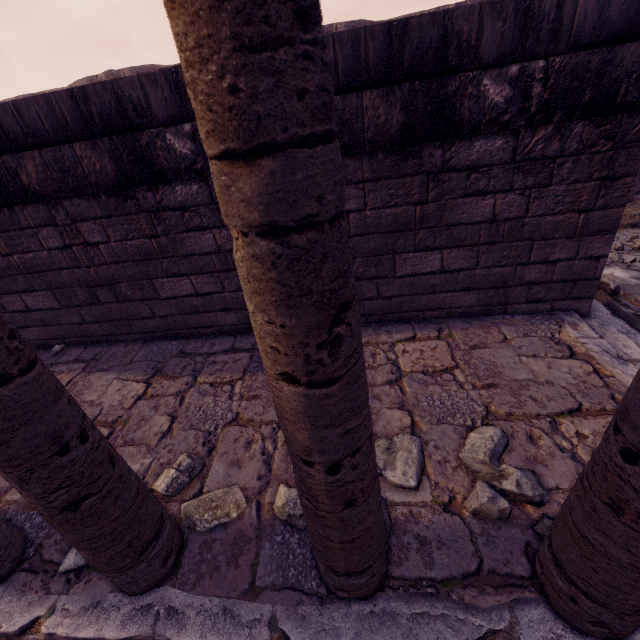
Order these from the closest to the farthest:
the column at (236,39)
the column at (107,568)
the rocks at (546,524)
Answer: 1. the column at (236,39)
2. the column at (107,568)
3. the rocks at (546,524)

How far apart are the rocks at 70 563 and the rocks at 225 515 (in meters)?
0.43

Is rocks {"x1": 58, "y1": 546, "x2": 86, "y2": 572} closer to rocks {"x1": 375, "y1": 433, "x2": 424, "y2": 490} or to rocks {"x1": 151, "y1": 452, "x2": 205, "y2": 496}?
rocks {"x1": 151, "y1": 452, "x2": 205, "y2": 496}

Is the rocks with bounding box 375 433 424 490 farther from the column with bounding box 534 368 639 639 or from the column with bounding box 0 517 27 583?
the column with bounding box 0 517 27 583

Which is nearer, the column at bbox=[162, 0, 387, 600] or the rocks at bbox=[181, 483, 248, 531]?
the column at bbox=[162, 0, 387, 600]

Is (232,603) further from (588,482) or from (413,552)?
(588,482)

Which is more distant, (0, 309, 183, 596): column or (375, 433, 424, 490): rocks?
(375, 433, 424, 490): rocks

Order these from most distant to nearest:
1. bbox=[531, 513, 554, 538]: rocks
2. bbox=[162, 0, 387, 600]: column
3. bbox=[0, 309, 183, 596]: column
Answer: bbox=[531, 513, 554, 538]: rocks → bbox=[0, 309, 183, 596]: column → bbox=[162, 0, 387, 600]: column
